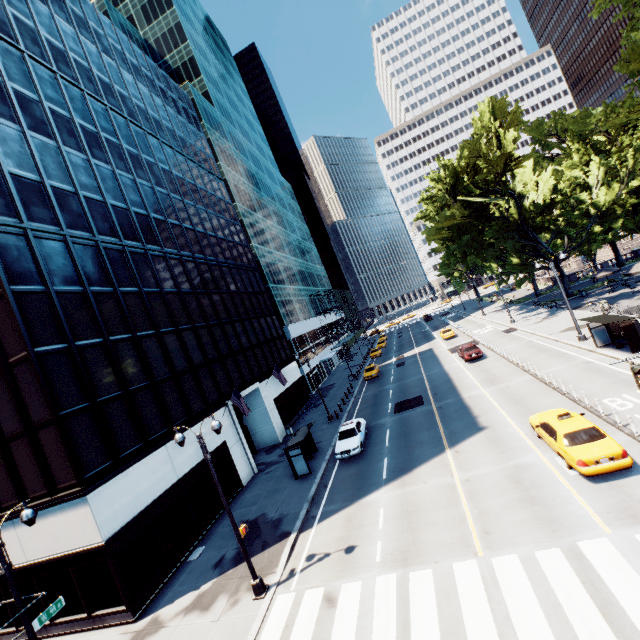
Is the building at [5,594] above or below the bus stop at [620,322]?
above

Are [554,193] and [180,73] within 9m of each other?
no

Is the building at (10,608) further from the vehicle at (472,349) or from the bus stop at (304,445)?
the vehicle at (472,349)

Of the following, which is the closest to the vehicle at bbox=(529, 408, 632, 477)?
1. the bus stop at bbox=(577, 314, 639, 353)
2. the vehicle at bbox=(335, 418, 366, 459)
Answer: the bus stop at bbox=(577, 314, 639, 353)

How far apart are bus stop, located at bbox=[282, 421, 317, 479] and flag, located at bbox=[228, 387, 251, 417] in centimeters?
360cm

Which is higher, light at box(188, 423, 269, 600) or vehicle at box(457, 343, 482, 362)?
Result: vehicle at box(457, 343, 482, 362)

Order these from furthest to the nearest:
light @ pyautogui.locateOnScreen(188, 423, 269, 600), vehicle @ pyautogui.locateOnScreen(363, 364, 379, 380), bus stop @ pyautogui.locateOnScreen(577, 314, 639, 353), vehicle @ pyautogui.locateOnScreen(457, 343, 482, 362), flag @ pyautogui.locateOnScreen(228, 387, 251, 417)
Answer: vehicle @ pyautogui.locateOnScreen(363, 364, 379, 380) → vehicle @ pyautogui.locateOnScreen(457, 343, 482, 362) → flag @ pyautogui.locateOnScreen(228, 387, 251, 417) → bus stop @ pyautogui.locateOnScreen(577, 314, 639, 353) → light @ pyautogui.locateOnScreen(188, 423, 269, 600)

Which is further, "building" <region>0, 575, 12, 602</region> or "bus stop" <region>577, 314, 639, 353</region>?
"bus stop" <region>577, 314, 639, 353</region>
